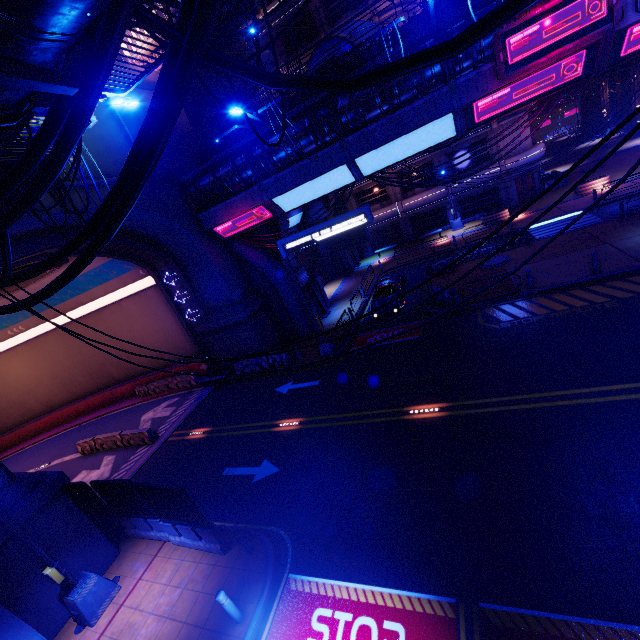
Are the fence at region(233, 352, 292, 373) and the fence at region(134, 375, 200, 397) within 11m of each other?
yes

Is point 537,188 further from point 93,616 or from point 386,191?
point 93,616

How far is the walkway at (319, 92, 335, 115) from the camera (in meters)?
14.55

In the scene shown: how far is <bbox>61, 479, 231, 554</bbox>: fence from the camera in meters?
9.8

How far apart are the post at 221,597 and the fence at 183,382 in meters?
19.3 m

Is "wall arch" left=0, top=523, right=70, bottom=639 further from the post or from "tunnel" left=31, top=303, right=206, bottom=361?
the post

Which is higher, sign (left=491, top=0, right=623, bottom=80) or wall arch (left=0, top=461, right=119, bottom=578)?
sign (left=491, top=0, right=623, bottom=80)

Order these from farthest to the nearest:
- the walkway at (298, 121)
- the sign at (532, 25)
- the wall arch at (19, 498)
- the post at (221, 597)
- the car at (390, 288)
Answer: the car at (390, 288) < the walkway at (298, 121) < the sign at (532, 25) < the wall arch at (19, 498) < the post at (221, 597)
